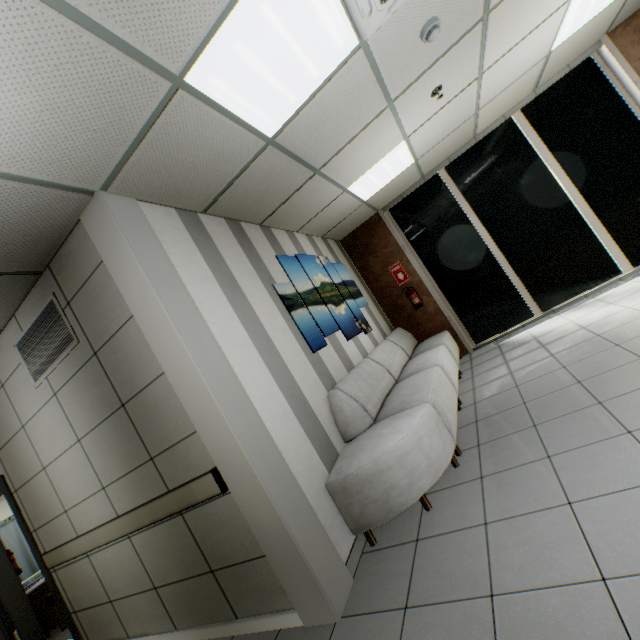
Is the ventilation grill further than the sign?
No

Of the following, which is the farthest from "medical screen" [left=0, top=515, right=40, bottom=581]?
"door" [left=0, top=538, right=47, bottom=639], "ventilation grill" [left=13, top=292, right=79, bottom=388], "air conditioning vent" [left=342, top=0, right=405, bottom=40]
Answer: "air conditioning vent" [left=342, top=0, right=405, bottom=40]

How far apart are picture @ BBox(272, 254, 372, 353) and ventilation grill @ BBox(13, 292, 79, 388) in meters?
1.8 m

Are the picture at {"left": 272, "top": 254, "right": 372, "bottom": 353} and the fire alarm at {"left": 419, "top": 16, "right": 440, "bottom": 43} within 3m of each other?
yes

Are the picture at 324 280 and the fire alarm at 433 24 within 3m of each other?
yes

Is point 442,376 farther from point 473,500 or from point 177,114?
point 177,114

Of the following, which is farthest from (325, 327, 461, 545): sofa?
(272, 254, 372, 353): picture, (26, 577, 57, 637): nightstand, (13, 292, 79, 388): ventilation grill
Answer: (26, 577, 57, 637): nightstand

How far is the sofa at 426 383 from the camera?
2.4m
